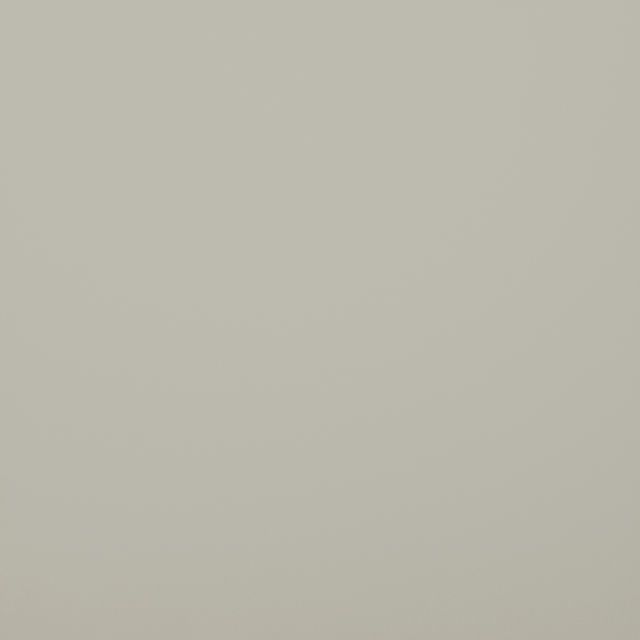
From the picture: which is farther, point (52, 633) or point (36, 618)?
point (52, 633)
